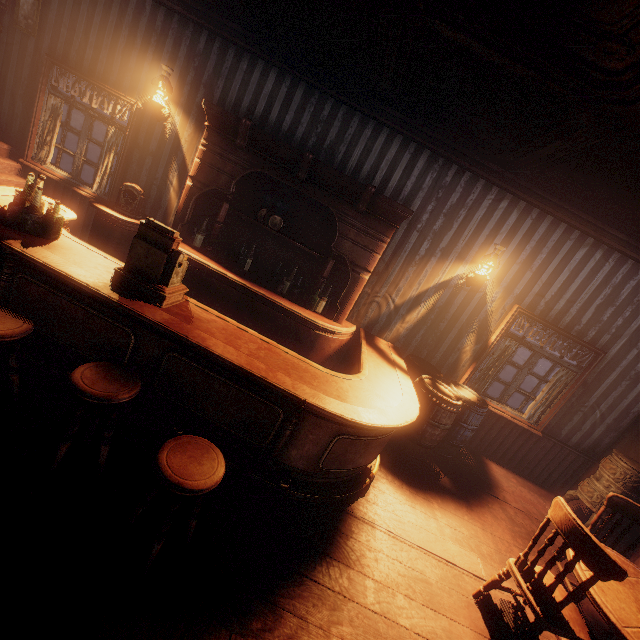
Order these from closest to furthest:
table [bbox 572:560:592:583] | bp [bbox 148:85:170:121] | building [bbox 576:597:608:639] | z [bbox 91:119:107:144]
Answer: table [bbox 572:560:592:583]
building [bbox 576:597:608:639]
bp [bbox 148:85:170:121]
z [bbox 91:119:107:144]

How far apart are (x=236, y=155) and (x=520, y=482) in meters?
6.8 m

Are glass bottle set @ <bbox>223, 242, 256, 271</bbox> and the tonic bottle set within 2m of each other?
yes

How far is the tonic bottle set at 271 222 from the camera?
4.6m

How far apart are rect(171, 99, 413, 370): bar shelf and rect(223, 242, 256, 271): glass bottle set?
0.0m

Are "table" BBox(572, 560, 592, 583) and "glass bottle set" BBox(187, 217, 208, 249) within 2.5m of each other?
no

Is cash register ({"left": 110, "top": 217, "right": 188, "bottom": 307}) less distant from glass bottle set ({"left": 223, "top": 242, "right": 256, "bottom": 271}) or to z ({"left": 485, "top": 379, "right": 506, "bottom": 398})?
glass bottle set ({"left": 223, "top": 242, "right": 256, "bottom": 271})

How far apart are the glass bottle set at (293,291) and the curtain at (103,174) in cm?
306
